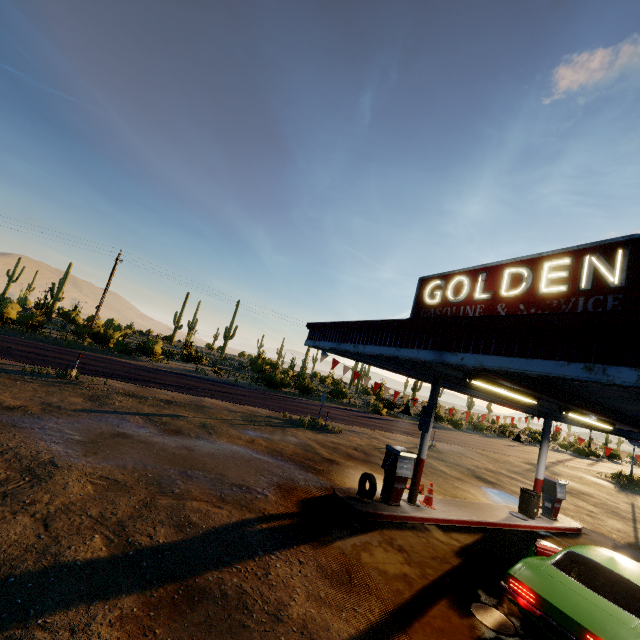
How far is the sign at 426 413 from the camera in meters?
9.9 m

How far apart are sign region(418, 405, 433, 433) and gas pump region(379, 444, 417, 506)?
0.78m

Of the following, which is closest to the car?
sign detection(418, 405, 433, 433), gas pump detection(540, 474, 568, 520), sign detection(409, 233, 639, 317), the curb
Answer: the curb

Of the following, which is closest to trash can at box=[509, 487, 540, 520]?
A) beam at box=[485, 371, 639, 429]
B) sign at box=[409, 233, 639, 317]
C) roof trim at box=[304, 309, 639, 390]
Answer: roof trim at box=[304, 309, 639, 390]

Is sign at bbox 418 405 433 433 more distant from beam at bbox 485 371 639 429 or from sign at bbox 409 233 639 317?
beam at bbox 485 371 639 429

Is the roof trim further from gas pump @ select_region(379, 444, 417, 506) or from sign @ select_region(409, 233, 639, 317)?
gas pump @ select_region(379, 444, 417, 506)

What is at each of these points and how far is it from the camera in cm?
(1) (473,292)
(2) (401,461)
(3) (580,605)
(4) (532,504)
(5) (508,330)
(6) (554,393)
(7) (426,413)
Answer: (1) sign, 795
(2) gas pump, 923
(3) car, 482
(4) trash can, 1172
(5) roof trim, 464
(6) beam, 675
(7) sign, 1011

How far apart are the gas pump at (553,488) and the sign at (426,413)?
7.0m
